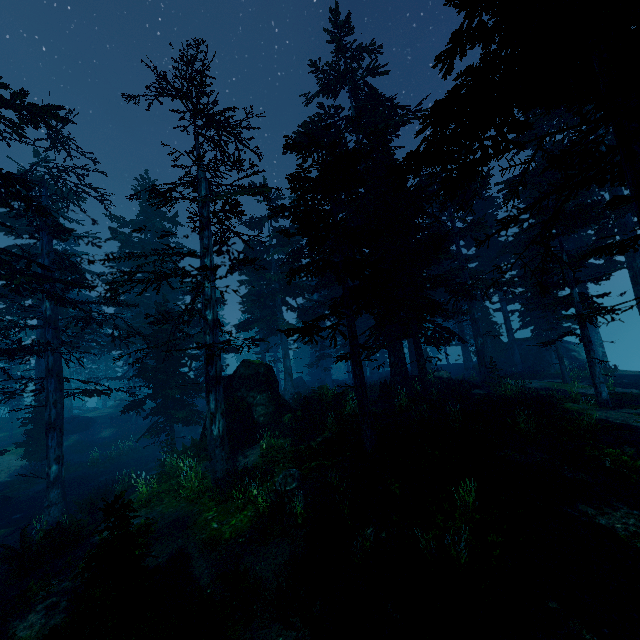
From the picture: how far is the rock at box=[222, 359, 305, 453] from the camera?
15.71m

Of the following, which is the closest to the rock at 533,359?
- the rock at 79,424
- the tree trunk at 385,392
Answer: the tree trunk at 385,392

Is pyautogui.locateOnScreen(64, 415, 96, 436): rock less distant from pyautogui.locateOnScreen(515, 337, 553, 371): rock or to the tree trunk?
the tree trunk

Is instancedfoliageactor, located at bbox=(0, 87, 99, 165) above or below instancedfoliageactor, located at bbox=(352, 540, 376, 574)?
above

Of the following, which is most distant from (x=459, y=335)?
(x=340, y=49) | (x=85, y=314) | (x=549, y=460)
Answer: (x=85, y=314)

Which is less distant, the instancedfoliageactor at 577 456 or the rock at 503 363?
the instancedfoliageactor at 577 456

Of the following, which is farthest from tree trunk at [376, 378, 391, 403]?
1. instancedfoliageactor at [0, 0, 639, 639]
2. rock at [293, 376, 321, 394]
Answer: rock at [293, 376, 321, 394]

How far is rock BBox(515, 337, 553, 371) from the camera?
30.47m
